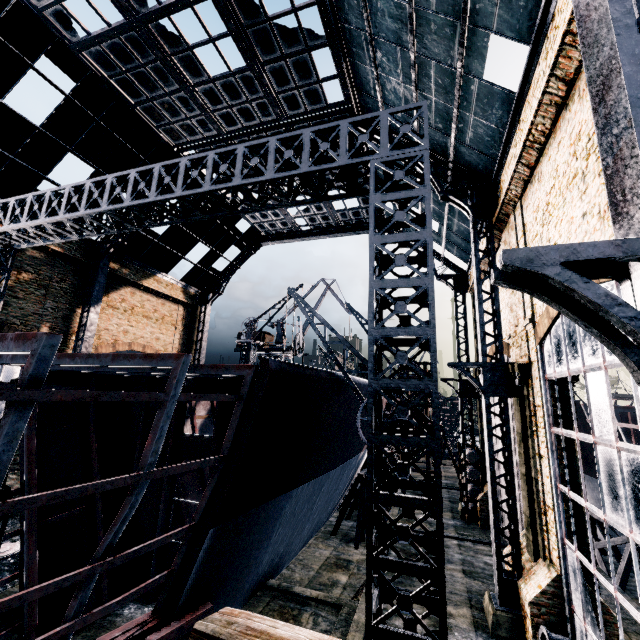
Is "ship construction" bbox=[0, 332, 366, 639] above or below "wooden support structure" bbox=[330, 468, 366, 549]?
above

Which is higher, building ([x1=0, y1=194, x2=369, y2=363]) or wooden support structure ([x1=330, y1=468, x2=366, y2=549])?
building ([x1=0, y1=194, x2=369, y2=363])

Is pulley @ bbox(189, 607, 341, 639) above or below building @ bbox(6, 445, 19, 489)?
above

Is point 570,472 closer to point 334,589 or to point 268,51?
point 334,589

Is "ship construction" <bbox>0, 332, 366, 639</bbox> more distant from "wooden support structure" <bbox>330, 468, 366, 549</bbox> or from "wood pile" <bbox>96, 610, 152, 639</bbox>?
"wooden support structure" <bbox>330, 468, 366, 549</bbox>

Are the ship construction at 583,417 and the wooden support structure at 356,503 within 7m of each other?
no

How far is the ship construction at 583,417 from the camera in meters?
20.8 m

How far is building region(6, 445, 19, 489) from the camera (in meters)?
19.19
